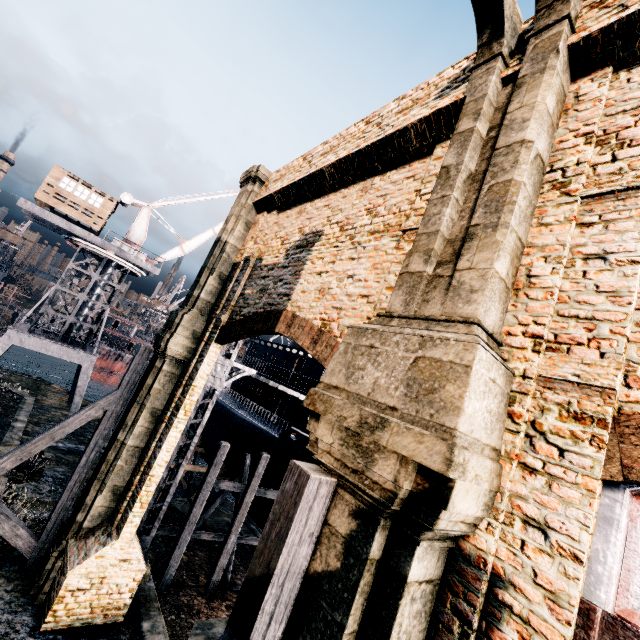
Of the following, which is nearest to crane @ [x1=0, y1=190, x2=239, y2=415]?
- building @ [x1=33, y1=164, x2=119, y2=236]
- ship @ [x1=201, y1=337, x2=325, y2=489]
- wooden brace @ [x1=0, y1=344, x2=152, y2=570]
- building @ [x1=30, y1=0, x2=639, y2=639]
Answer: building @ [x1=33, y1=164, x2=119, y2=236]

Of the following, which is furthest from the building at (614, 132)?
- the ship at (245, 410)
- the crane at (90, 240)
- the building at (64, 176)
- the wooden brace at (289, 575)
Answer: the building at (64, 176)

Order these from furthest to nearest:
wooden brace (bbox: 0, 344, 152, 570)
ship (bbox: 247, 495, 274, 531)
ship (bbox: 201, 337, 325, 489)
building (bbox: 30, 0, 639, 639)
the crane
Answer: the crane < ship (bbox: 247, 495, 274, 531) < ship (bbox: 201, 337, 325, 489) < wooden brace (bbox: 0, 344, 152, 570) < building (bbox: 30, 0, 639, 639)

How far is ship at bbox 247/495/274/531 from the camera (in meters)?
21.39

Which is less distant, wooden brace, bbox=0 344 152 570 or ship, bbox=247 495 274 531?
wooden brace, bbox=0 344 152 570

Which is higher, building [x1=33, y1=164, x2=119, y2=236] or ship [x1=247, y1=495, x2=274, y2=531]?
building [x1=33, y1=164, x2=119, y2=236]

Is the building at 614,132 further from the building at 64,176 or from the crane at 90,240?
the building at 64,176

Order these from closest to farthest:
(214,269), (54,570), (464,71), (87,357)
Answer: (464,71) < (54,570) < (214,269) < (87,357)
